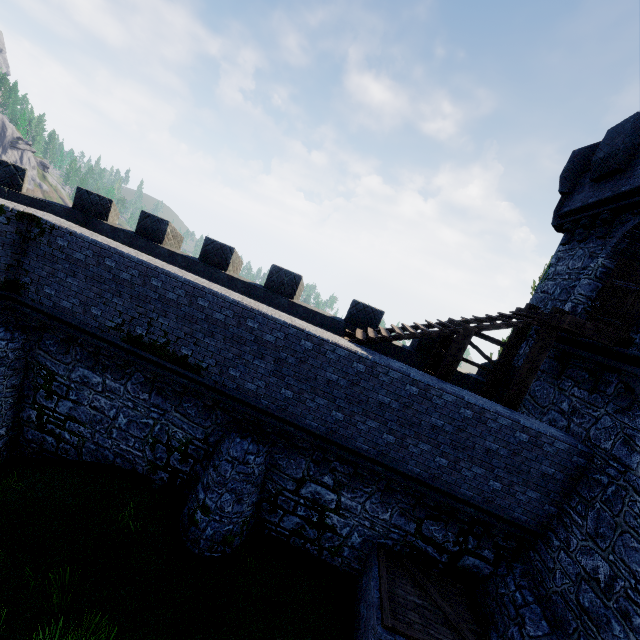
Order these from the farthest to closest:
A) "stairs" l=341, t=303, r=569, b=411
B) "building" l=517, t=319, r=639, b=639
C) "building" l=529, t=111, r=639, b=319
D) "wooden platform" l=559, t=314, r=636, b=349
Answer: "building" l=529, t=111, r=639, b=319 < "stairs" l=341, t=303, r=569, b=411 < "wooden platform" l=559, t=314, r=636, b=349 < "building" l=517, t=319, r=639, b=639

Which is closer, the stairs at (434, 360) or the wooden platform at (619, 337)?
the wooden platform at (619, 337)

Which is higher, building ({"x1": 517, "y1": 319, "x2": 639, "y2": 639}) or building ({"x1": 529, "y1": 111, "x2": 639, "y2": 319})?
building ({"x1": 529, "y1": 111, "x2": 639, "y2": 319})

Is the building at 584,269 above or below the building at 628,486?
above

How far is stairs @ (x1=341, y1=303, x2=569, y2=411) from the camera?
8.86m

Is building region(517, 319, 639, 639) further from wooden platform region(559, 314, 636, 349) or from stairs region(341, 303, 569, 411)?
stairs region(341, 303, 569, 411)

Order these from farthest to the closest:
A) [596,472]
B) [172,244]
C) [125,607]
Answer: [172,244]
[596,472]
[125,607]

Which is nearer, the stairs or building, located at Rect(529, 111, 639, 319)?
the stairs
